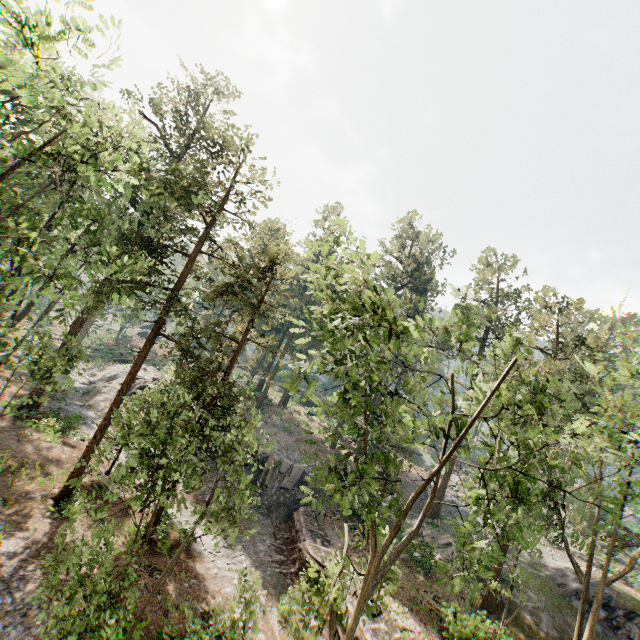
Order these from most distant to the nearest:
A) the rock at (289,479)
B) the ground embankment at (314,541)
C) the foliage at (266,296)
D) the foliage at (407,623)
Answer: the rock at (289,479) → the ground embankment at (314,541) → the foliage at (407,623) → the foliage at (266,296)

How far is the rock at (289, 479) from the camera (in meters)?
28.97

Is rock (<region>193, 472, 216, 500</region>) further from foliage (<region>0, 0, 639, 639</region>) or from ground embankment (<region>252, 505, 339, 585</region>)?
foliage (<region>0, 0, 639, 639</region>)

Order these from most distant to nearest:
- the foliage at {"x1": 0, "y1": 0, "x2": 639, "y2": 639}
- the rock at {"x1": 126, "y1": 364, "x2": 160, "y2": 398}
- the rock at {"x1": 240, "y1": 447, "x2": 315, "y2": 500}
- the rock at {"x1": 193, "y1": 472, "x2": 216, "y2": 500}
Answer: the rock at {"x1": 126, "y1": 364, "x2": 160, "y2": 398} < the rock at {"x1": 240, "y1": 447, "x2": 315, "y2": 500} < the rock at {"x1": 193, "y1": 472, "x2": 216, "y2": 500} < the foliage at {"x1": 0, "y1": 0, "x2": 639, "y2": 639}

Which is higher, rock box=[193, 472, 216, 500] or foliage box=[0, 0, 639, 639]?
foliage box=[0, 0, 639, 639]

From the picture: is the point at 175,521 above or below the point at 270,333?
below

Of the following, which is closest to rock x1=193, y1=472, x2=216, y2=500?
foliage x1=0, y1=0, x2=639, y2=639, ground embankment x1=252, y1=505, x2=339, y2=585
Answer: ground embankment x1=252, y1=505, x2=339, y2=585
